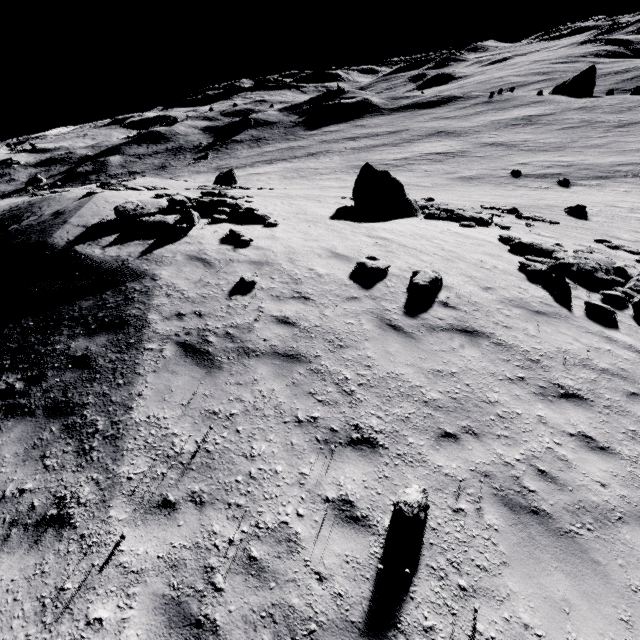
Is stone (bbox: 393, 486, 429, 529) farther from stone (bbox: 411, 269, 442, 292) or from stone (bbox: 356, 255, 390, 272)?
stone (bbox: 356, 255, 390, 272)

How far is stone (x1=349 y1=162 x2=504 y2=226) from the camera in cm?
1661

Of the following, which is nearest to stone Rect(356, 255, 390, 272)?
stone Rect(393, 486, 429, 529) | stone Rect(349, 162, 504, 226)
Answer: stone Rect(393, 486, 429, 529)

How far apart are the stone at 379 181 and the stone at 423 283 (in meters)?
8.72

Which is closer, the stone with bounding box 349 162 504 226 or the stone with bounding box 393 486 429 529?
the stone with bounding box 393 486 429 529

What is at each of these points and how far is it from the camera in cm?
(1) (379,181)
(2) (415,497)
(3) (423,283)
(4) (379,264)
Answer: (1) stone, 1680
(2) stone, 400
(3) stone, 839
(4) stone, 927

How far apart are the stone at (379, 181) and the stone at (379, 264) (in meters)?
8.45

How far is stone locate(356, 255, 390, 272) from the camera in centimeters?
917cm
